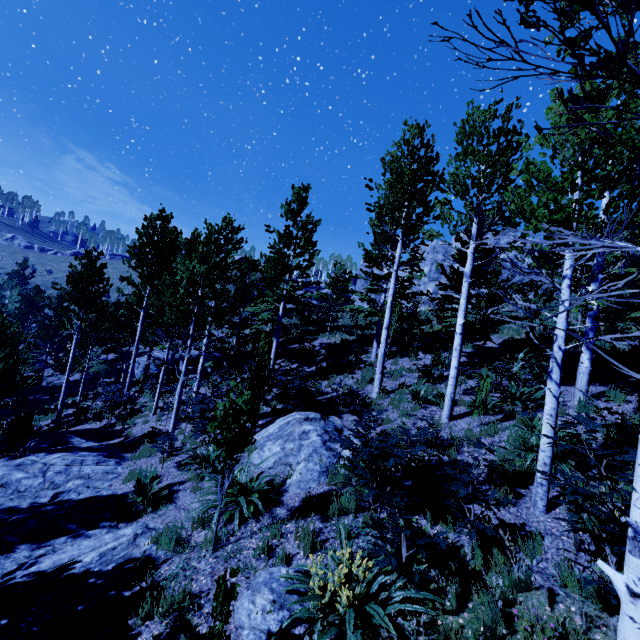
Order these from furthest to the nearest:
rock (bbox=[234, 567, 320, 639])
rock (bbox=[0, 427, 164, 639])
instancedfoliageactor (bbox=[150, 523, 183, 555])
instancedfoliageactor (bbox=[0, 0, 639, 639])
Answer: instancedfoliageactor (bbox=[150, 523, 183, 555]) → rock (bbox=[0, 427, 164, 639]) → rock (bbox=[234, 567, 320, 639]) → instancedfoliageactor (bbox=[0, 0, 639, 639])

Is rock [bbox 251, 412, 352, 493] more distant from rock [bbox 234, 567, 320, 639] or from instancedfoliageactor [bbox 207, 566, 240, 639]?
instancedfoliageactor [bbox 207, 566, 240, 639]

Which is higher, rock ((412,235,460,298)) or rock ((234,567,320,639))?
rock ((412,235,460,298))

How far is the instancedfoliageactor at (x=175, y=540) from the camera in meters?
5.7

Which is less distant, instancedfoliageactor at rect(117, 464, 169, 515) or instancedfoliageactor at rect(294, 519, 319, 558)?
instancedfoliageactor at rect(294, 519, 319, 558)

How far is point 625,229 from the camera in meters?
5.2

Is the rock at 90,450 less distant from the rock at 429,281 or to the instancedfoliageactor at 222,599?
the instancedfoliageactor at 222,599
